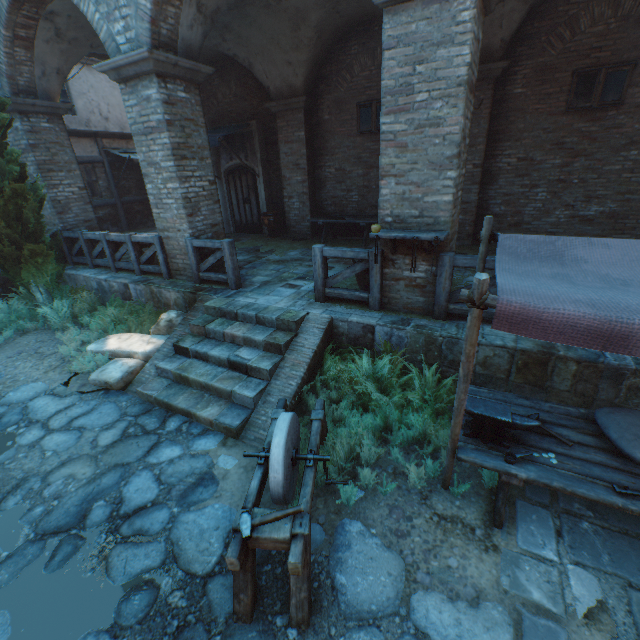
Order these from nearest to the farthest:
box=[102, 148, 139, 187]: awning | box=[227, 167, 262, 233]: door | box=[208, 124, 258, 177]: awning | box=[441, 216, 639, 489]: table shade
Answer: box=[441, 216, 639, 489]: table shade → box=[208, 124, 258, 177]: awning → box=[227, 167, 262, 233]: door → box=[102, 148, 139, 187]: awning

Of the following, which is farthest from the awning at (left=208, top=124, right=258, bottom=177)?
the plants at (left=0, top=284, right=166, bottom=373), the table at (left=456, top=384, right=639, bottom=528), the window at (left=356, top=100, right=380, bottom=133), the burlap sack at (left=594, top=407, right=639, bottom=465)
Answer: the burlap sack at (left=594, top=407, right=639, bottom=465)

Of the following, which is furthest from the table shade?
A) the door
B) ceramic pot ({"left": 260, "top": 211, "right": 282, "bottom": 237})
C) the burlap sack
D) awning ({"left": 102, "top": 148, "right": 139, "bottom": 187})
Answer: awning ({"left": 102, "top": 148, "right": 139, "bottom": 187})

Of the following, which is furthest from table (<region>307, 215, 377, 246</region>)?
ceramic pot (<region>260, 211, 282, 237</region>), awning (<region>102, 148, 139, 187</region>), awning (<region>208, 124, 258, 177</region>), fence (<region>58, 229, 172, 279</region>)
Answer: awning (<region>102, 148, 139, 187</region>)

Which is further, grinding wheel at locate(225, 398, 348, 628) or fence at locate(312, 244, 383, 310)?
fence at locate(312, 244, 383, 310)

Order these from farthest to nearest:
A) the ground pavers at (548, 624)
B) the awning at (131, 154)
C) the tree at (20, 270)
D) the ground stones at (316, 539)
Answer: the awning at (131, 154)
the tree at (20, 270)
the ground stones at (316, 539)
the ground pavers at (548, 624)

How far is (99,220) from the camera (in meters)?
13.70

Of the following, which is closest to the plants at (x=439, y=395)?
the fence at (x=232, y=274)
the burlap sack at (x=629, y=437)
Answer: the burlap sack at (x=629, y=437)
